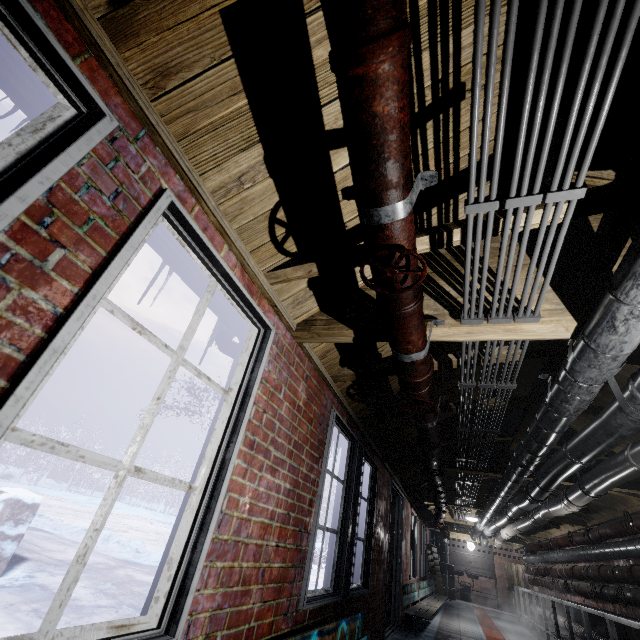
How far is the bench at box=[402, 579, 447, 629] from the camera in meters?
5.4 m

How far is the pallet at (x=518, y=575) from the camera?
11.4m

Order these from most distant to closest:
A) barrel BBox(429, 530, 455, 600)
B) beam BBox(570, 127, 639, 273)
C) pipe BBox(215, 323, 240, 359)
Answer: barrel BBox(429, 530, 455, 600)
pipe BBox(215, 323, 240, 359)
beam BBox(570, 127, 639, 273)

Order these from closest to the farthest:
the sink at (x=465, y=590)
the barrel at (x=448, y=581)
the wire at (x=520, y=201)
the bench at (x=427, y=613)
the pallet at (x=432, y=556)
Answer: the wire at (x=520, y=201) → the bench at (x=427, y=613) → the pallet at (x=432, y=556) → the barrel at (x=448, y=581) → the sink at (x=465, y=590)

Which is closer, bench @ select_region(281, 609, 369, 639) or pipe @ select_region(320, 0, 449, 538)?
pipe @ select_region(320, 0, 449, 538)

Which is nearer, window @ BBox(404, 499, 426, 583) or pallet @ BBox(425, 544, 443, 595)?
window @ BBox(404, 499, 426, 583)

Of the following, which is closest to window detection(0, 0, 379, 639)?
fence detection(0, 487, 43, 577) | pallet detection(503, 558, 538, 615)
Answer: fence detection(0, 487, 43, 577)

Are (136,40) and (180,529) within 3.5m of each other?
yes
